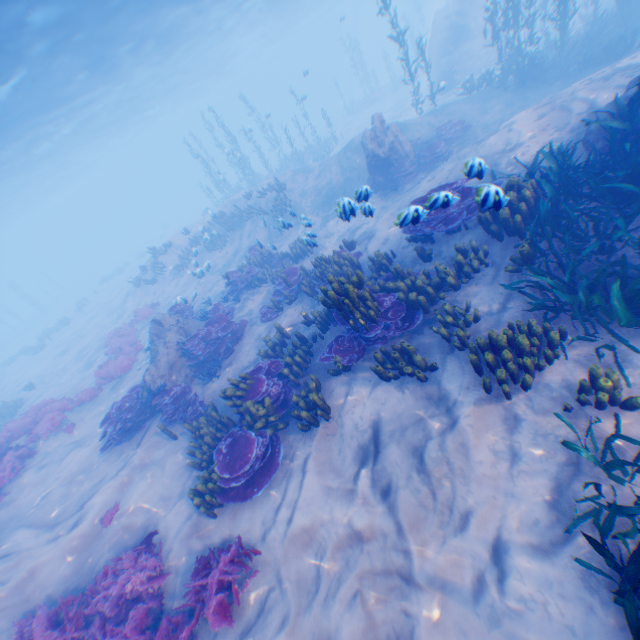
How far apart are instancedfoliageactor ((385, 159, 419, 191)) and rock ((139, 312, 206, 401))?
9.9 meters

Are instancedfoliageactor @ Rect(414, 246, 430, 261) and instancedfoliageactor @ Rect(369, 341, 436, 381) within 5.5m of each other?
yes

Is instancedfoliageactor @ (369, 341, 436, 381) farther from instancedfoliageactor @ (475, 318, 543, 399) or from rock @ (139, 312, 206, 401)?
rock @ (139, 312, 206, 401)

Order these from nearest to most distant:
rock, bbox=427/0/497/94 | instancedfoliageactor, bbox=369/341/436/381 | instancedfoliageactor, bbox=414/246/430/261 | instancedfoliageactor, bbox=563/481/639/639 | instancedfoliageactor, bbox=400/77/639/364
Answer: instancedfoliageactor, bbox=563/481/639/639, instancedfoliageactor, bbox=400/77/639/364, instancedfoliageactor, bbox=369/341/436/381, instancedfoliageactor, bbox=414/246/430/261, rock, bbox=427/0/497/94

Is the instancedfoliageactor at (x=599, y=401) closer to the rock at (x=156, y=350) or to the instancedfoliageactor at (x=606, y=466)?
the instancedfoliageactor at (x=606, y=466)

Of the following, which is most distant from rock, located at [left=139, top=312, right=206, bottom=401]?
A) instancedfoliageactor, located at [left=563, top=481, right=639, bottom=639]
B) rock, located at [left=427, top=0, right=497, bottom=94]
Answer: instancedfoliageactor, located at [left=563, top=481, right=639, bottom=639]

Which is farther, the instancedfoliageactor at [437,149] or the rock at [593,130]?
the instancedfoliageactor at [437,149]

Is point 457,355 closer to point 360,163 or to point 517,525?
point 517,525
